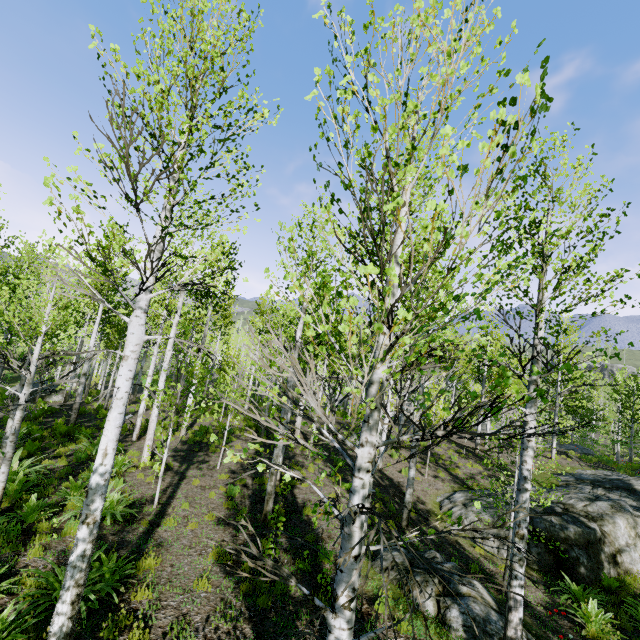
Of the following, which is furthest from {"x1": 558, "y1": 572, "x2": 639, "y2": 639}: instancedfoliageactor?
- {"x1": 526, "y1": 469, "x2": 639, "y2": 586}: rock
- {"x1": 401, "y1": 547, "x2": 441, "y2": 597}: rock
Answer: {"x1": 401, "y1": 547, "x2": 441, "y2": 597}: rock

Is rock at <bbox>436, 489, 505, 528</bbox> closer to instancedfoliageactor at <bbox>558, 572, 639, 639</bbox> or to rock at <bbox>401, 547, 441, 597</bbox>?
instancedfoliageactor at <bbox>558, 572, 639, 639</bbox>

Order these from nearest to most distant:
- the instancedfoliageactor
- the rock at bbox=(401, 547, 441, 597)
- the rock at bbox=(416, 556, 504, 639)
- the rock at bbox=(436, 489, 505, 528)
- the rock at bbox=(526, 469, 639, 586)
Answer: the rock at bbox=(416, 556, 504, 639) → the rock at bbox=(401, 547, 441, 597) → the instancedfoliageactor → the rock at bbox=(526, 469, 639, 586) → the rock at bbox=(436, 489, 505, 528)

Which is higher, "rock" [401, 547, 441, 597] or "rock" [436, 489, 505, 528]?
"rock" [401, 547, 441, 597]

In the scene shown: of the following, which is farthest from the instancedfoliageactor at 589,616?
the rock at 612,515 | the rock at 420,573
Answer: the rock at 420,573

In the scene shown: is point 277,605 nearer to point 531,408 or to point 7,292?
point 531,408

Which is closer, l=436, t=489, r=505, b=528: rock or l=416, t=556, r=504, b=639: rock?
l=416, t=556, r=504, b=639: rock
